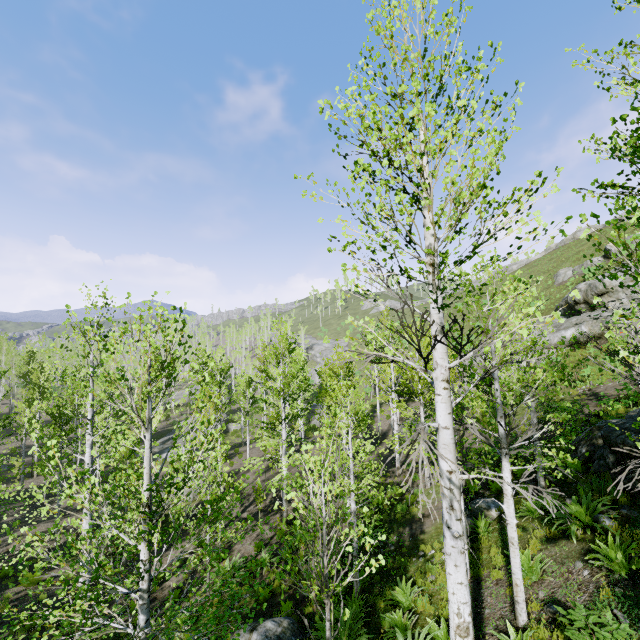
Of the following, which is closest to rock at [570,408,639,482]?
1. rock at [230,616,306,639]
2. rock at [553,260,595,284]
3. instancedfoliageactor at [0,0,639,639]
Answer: instancedfoliageactor at [0,0,639,639]

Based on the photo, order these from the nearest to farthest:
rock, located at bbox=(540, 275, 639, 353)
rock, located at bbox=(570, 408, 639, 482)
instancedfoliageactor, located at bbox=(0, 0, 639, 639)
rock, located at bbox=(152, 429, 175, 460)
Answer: instancedfoliageactor, located at bbox=(0, 0, 639, 639) < rock, located at bbox=(570, 408, 639, 482) < rock, located at bbox=(540, 275, 639, 353) < rock, located at bbox=(152, 429, 175, 460)

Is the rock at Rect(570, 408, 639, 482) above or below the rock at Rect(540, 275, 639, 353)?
below

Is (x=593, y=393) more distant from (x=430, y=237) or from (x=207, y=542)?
(x=207, y=542)

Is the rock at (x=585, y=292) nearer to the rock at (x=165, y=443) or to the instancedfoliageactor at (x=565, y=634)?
the instancedfoliageactor at (x=565, y=634)

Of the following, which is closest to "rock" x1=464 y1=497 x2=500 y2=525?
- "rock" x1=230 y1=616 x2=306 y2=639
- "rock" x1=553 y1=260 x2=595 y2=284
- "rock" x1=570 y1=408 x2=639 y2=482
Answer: "rock" x1=570 y1=408 x2=639 y2=482

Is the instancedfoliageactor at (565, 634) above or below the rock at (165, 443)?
above

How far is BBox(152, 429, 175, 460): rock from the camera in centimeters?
3050cm
